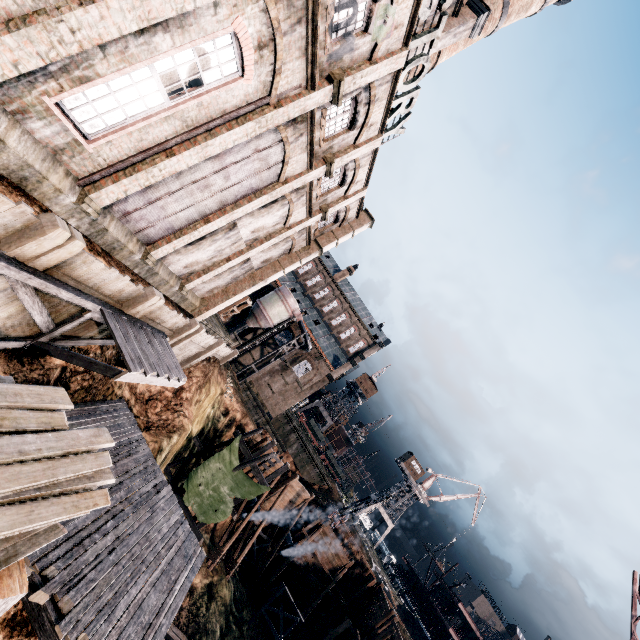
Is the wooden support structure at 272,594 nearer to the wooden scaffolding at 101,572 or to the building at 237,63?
the wooden scaffolding at 101,572

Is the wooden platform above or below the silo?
below

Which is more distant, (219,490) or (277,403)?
(277,403)

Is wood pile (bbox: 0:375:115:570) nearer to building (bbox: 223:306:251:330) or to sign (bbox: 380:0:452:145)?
sign (bbox: 380:0:452:145)

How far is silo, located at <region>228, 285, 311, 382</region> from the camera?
48.40m

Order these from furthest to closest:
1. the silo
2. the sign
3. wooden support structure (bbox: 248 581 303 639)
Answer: the silo → wooden support structure (bbox: 248 581 303 639) → the sign

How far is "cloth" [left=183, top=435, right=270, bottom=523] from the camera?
22.20m

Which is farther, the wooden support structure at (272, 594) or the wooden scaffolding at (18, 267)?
the wooden support structure at (272, 594)
